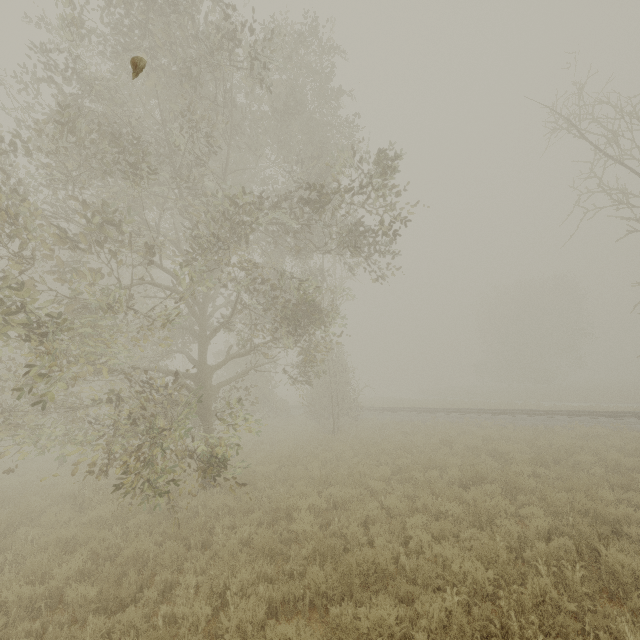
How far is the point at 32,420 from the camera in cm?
844

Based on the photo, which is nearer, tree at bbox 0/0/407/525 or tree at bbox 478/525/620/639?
tree at bbox 478/525/620/639

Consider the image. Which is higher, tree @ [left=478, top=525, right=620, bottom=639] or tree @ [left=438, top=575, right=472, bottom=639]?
tree @ [left=438, top=575, right=472, bottom=639]

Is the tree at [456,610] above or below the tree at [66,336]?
below

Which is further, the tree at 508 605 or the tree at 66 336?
the tree at 66 336
